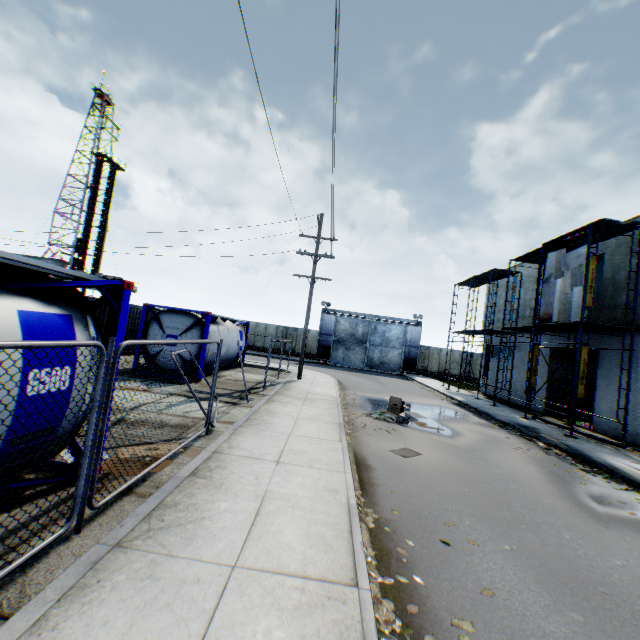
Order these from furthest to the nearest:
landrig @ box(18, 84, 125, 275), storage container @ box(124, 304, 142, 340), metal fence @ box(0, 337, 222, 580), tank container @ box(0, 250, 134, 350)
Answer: landrig @ box(18, 84, 125, 275) < storage container @ box(124, 304, 142, 340) < tank container @ box(0, 250, 134, 350) < metal fence @ box(0, 337, 222, 580)

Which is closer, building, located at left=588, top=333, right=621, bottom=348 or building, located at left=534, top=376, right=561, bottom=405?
building, located at left=588, top=333, right=621, bottom=348

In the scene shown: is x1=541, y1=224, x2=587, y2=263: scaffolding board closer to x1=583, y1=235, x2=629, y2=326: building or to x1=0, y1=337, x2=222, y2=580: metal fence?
x1=583, y1=235, x2=629, y2=326: building

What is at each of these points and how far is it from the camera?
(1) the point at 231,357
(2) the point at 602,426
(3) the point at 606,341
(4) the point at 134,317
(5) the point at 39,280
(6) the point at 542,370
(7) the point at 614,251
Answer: (1) tank container, 18.1m
(2) building, 14.9m
(3) building, 15.3m
(4) storage container, 18.9m
(5) tank container, 4.2m
(6) building, 19.6m
(7) building, 15.4m

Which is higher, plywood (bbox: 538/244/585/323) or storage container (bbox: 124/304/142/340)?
plywood (bbox: 538/244/585/323)

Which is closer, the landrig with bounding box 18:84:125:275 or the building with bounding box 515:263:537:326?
the building with bounding box 515:263:537:326

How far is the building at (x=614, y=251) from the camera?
14.7 meters
